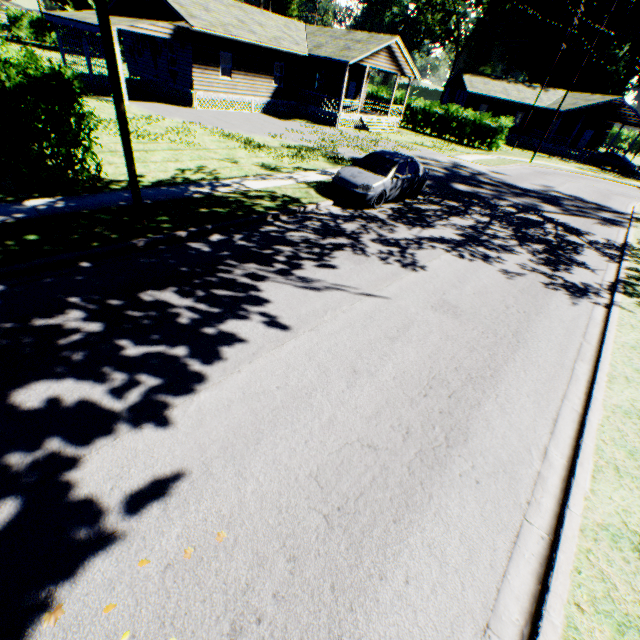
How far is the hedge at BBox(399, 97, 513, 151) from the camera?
31.4 meters

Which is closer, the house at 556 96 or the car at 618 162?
the car at 618 162

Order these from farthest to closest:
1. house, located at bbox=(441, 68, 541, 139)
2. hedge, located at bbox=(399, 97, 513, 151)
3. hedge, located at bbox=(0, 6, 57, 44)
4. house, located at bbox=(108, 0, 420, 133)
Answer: hedge, located at bbox=(0, 6, 57, 44) < house, located at bbox=(441, 68, 541, 139) < hedge, located at bbox=(399, 97, 513, 151) < house, located at bbox=(108, 0, 420, 133)

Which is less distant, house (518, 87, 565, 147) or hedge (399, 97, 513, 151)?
hedge (399, 97, 513, 151)

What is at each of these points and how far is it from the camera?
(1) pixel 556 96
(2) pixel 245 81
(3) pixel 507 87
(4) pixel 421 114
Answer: (1) house, 42.91m
(2) house, 24.39m
(3) house, 42.12m
(4) hedge, 34.81m

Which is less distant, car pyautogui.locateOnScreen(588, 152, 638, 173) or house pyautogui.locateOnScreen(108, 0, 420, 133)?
house pyautogui.locateOnScreen(108, 0, 420, 133)

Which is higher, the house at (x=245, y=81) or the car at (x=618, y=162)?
the house at (x=245, y=81)

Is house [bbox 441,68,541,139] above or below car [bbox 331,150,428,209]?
above
